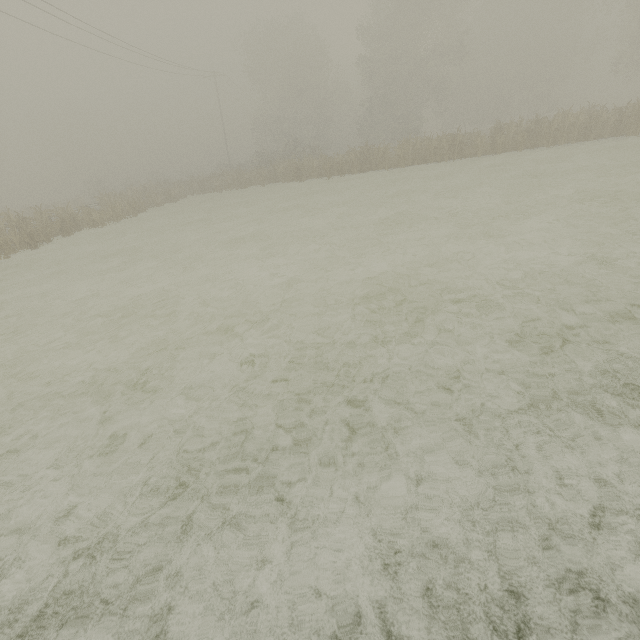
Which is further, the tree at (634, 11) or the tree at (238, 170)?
the tree at (634, 11)

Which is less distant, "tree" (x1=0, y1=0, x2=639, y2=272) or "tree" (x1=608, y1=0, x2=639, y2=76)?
"tree" (x1=0, y1=0, x2=639, y2=272)

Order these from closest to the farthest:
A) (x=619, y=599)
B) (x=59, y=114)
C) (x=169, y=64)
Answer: (x=619, y=599) < (x=169, y=64) < (x=59, y=114)
